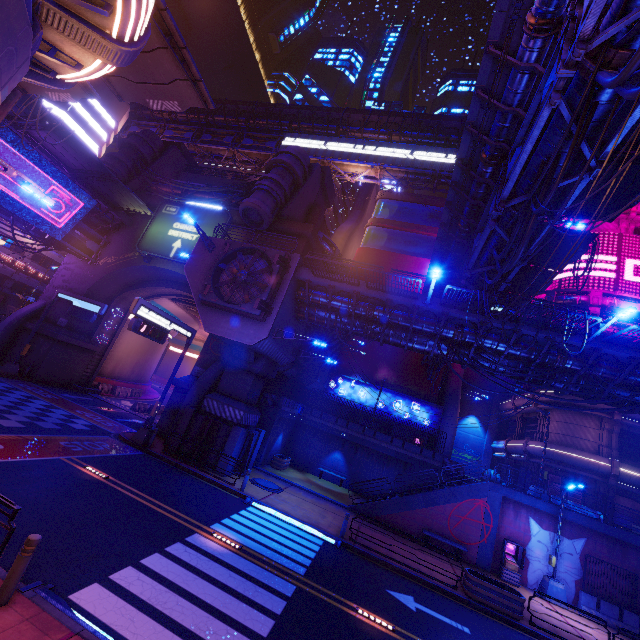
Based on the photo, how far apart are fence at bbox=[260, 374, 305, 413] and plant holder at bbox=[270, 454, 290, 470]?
3.4m

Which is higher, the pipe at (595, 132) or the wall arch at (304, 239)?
the wall arch at (304, 239)

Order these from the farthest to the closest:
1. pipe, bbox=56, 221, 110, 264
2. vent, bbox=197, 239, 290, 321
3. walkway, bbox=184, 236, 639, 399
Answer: pipe, bbox=56, 221, 110, 264
vent, bbox=197, 239, 290, 321
walkway, bbox=184, 236, 639, 399

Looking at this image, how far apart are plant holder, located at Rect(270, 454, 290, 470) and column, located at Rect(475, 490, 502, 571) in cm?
1347

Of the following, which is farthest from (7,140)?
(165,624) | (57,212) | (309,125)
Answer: (309,125)

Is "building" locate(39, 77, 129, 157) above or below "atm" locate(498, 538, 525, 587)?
above

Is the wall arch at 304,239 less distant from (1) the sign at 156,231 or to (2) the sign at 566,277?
(1) the sign at 156,231

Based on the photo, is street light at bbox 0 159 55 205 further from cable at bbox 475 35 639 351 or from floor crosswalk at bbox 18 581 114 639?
cable at bbox 475 35 639 351
